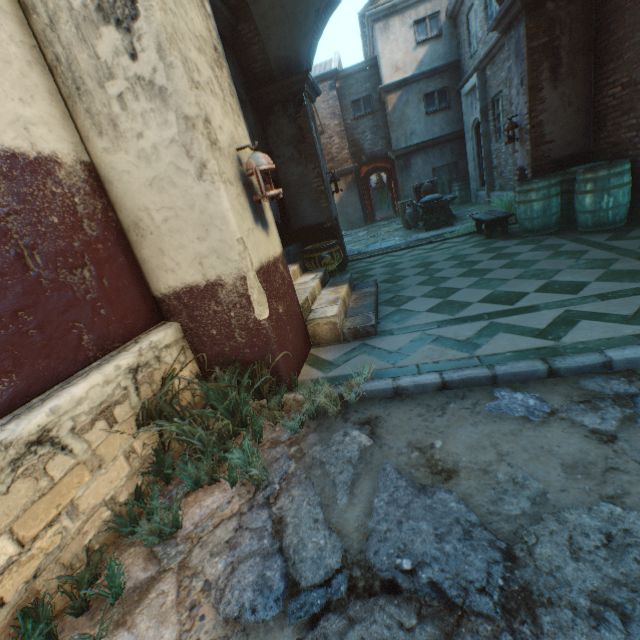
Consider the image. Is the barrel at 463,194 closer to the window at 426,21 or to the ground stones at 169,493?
the window at 426,21

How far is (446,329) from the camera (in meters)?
3.43

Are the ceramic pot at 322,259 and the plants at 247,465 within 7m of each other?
yes

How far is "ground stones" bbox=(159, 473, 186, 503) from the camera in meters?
2.2 m

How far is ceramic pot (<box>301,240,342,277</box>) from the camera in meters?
6.1

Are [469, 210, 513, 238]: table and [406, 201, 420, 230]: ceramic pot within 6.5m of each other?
yes

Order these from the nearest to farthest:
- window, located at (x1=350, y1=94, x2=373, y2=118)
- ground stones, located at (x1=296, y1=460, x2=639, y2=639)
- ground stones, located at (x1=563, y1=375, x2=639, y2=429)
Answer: ground stones, located at (x1=296, y1=460, x2=639, y2=639) < ground stones, located at (x1=563, y1=375, x2=639, y2=429) < window, located at (x1=350, y1=94, x2=373, y2=118)

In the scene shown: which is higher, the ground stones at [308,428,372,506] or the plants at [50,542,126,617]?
the plants at [50,542,126,617]
